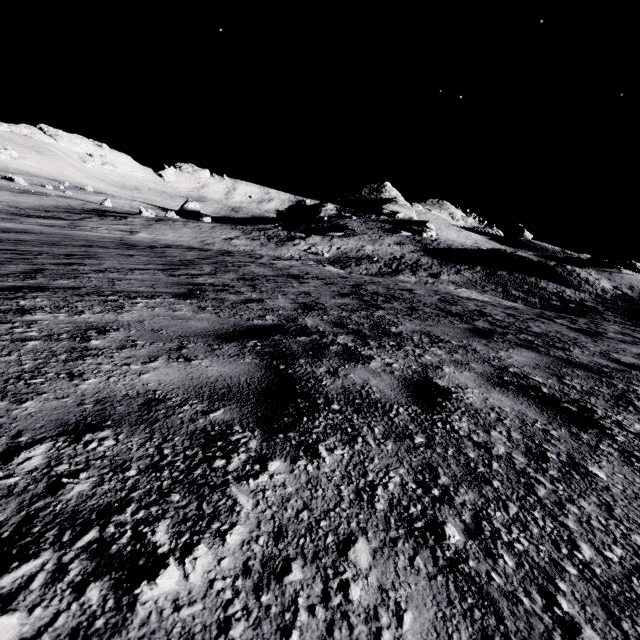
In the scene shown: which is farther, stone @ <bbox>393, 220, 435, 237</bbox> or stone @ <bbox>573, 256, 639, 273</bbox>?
stone @ <bbox>393, 220, 435, 237</bbox>

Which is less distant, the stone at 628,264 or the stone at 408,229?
the stone at 628,264

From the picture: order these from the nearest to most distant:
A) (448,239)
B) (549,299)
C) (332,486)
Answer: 1. (332,486)
2. (549,299)
3. (448,239)

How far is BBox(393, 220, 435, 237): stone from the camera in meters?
50.3 m

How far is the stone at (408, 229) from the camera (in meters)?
50.31
